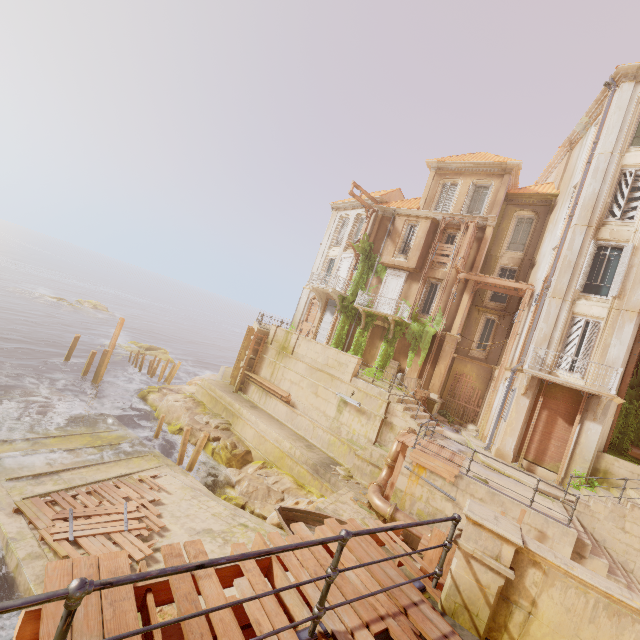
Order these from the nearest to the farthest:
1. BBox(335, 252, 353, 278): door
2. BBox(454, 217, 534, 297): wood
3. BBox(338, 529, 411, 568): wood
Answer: BBox(338, 529, 411, 568): wood
BBox(454, 217, 534, 297): wood
BBox(335, 252, 353, 278): door

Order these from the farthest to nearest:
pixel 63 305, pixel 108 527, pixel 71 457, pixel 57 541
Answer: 1. pixel 63 305
2. pixel 71 457
3. pixel 108 527
4. pixel 57 541

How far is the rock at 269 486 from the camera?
15.20m

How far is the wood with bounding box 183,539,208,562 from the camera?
3.17m

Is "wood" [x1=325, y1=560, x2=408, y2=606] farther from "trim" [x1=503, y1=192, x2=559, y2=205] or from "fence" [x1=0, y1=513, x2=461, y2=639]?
"trim" [x1=503, y1=192, x2=559, y2=205]

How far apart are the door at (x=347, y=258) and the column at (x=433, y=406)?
10.3 meters

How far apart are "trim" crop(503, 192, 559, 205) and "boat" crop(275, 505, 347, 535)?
22.7 meters

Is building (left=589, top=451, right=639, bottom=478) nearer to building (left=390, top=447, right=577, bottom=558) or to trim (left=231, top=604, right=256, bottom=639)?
building (left=390, top=447, right=577, bottom=558)
